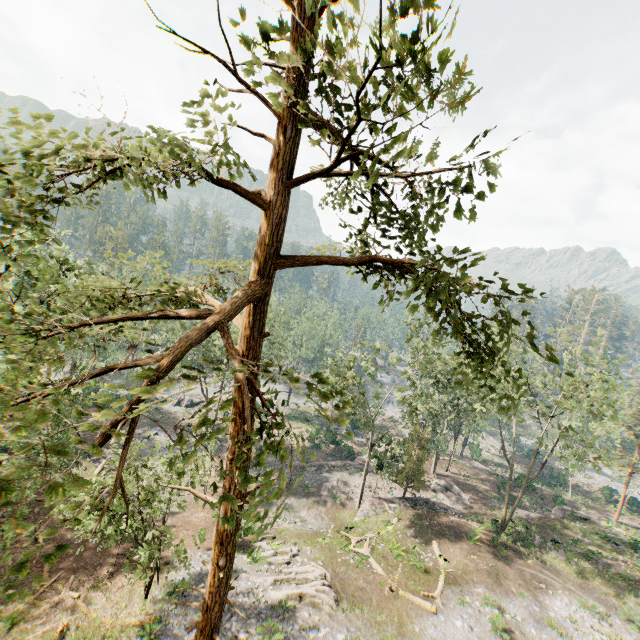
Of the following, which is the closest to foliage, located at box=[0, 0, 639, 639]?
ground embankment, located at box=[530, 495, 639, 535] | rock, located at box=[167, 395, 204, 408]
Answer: rock, located at box=[167, 395, 204, 408]

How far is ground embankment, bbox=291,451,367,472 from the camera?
38.8m

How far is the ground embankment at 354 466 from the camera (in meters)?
38.78

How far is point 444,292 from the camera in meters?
4.5 m

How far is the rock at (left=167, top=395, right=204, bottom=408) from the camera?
51.16m

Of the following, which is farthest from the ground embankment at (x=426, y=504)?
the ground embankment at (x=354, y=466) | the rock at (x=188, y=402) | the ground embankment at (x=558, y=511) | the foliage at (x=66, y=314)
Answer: the rock at (x=188, y=402)

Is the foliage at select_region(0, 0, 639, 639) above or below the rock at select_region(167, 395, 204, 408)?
above

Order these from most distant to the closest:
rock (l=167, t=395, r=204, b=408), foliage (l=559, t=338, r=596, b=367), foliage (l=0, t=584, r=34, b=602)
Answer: rock (l=167, t=395, r=204, b=408)
foliage (l=559, t=338, r=596, b=367)
foliage (l=0, t=584, r=34, b=602)
